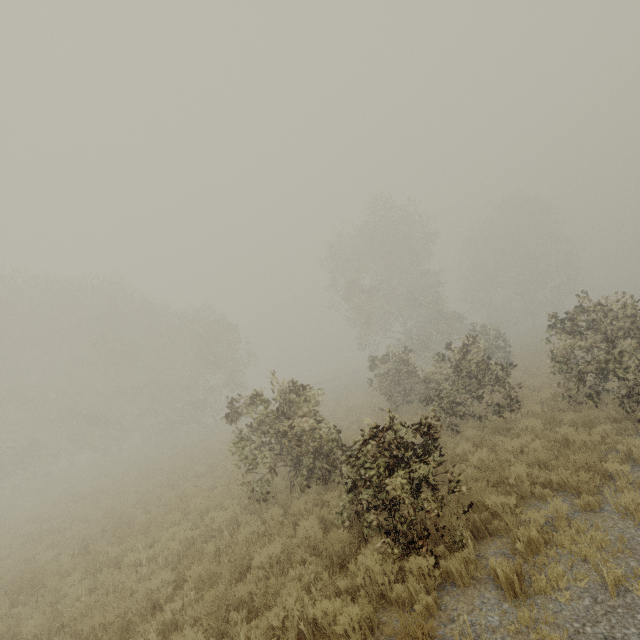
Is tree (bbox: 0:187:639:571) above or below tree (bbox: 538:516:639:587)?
above

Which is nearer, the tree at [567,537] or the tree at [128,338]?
the tree at [567,537]

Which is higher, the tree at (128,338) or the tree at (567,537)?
the tree at (128,338)

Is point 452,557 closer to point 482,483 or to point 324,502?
point 482,483

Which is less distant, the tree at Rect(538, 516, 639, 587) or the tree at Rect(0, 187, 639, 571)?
the tree at Rect(538, 516, 639, 587)
